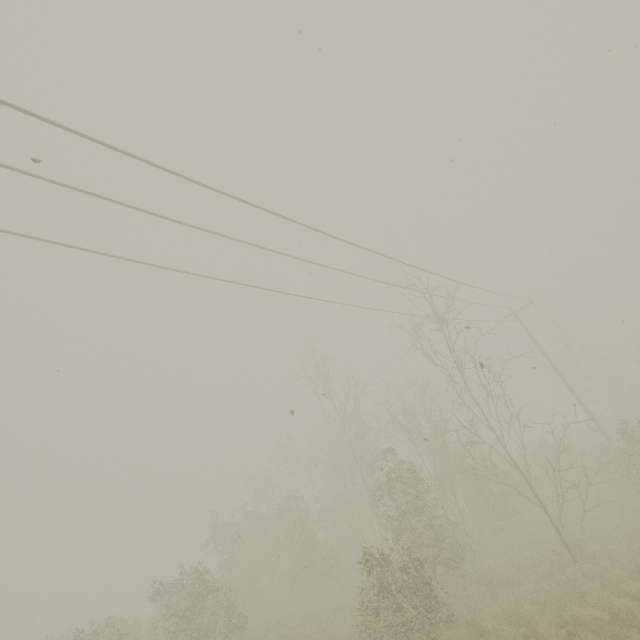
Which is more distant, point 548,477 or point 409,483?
point 548,477

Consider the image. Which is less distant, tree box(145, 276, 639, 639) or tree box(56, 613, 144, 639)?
tree box(145, 276, 639, 639)

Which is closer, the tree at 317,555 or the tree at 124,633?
the tree at 317,555
